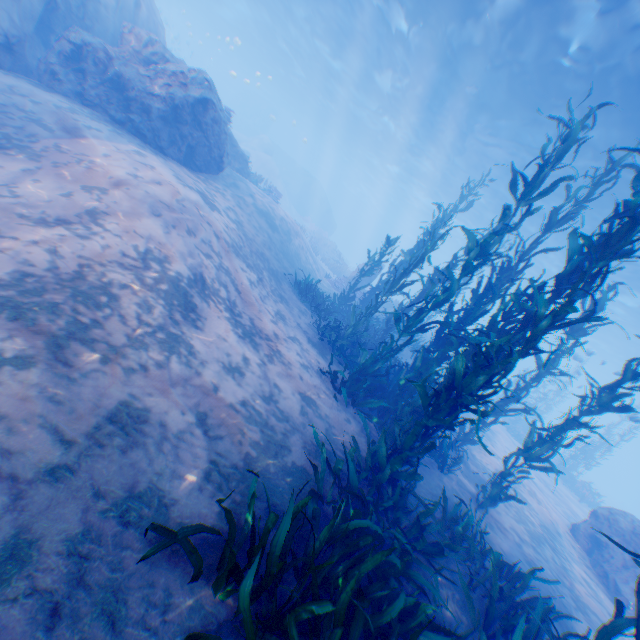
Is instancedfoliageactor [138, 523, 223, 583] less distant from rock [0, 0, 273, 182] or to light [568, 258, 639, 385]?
rock [0, 0, 273, 182]

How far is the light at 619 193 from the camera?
14.6m

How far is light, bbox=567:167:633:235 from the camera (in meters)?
14.59

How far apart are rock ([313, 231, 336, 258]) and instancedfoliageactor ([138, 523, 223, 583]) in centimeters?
2929cm

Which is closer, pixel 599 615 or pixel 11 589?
pixel 11 589

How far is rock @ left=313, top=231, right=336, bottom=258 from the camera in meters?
31.1 m

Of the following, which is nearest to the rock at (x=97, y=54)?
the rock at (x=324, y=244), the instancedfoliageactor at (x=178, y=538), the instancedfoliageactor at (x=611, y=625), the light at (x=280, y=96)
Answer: the light at (x=280, y=96)

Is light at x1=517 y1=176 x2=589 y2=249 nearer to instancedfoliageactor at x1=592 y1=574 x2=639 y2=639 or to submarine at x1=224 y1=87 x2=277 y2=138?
submarine at x1=224 y1=87 x2=277 y2=138
